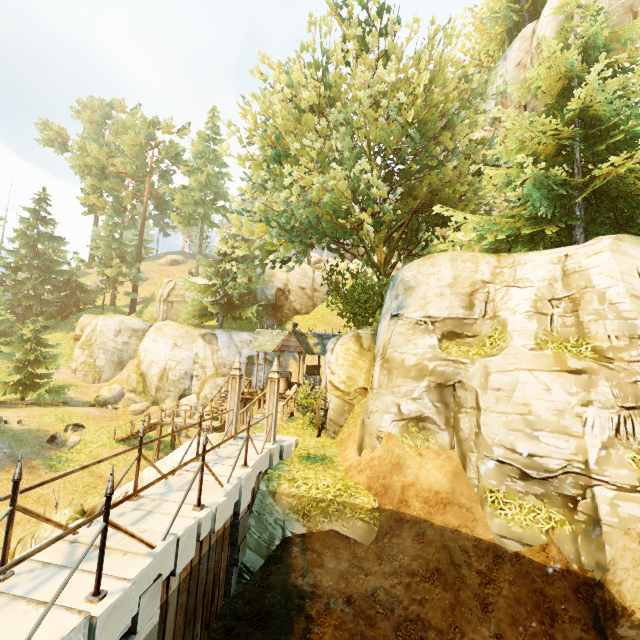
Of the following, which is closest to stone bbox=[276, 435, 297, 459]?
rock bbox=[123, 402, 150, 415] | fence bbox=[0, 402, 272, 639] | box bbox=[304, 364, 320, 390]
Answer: fence bbox=[0, 402, 272, 639]

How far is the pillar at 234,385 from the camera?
10.5m

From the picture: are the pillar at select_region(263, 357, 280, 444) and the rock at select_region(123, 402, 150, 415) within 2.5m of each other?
no

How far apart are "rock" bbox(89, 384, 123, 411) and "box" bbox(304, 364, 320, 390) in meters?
16.8 m

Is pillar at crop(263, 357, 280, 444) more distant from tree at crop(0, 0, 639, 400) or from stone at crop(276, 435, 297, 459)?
tree at crop(0, 0, 639, 400)

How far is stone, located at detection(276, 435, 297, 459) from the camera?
11.0 meters

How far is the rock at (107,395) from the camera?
26.1 meters

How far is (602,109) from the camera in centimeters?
970cm
